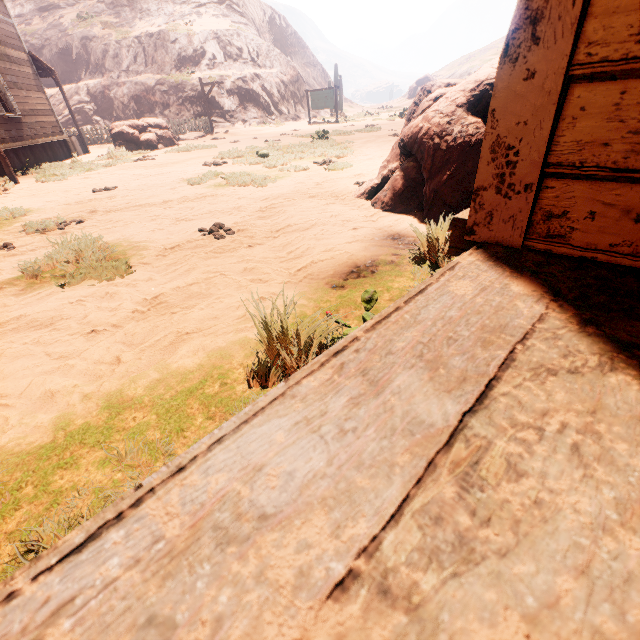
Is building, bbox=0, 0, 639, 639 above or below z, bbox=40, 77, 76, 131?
below

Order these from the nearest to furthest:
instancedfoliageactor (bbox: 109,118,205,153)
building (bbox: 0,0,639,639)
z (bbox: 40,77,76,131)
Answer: building (bbox: 0,0,639,639)
instancedfoliageactor (bbox: 109,118,205,153)
z (bbox: 40,77,76,131)

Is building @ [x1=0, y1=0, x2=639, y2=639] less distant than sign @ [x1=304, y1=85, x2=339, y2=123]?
Yes

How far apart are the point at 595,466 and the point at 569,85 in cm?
89

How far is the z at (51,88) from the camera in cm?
2202

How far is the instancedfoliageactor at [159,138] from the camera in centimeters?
1533cm

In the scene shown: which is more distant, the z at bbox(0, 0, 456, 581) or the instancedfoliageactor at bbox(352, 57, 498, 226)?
the instancedfoliageactor at bbox(352, 57, 498, 226)

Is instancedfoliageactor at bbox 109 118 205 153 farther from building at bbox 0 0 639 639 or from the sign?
the sign
